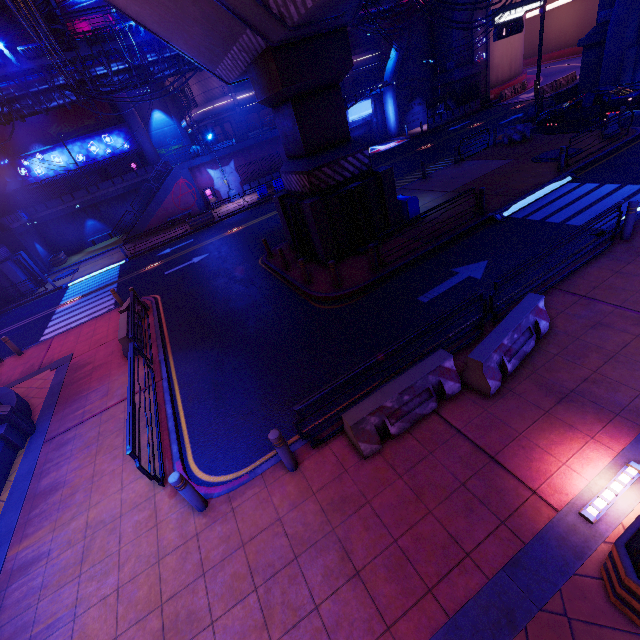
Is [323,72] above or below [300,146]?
above

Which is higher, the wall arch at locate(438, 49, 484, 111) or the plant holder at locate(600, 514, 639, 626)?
the wall arch at locate(438, 49, 484, 111)

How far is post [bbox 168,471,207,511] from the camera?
5.55m

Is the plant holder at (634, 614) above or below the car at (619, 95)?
below

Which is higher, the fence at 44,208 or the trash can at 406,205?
the fence at 44,208

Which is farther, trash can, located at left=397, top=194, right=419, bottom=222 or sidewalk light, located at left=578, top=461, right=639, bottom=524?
trash can, located at left=397, top=194, right=419, bottom=222

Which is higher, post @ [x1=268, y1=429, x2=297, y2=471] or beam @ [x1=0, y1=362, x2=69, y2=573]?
post @ [x1=268, y1=429, x2=297, y2=471]

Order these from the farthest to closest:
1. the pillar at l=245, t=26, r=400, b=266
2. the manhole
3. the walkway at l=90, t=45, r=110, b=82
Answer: the walkway at l=90, t=45, r=110, b=82 < the manhole < the pillar at l=245, t=26, r=400, b=266
